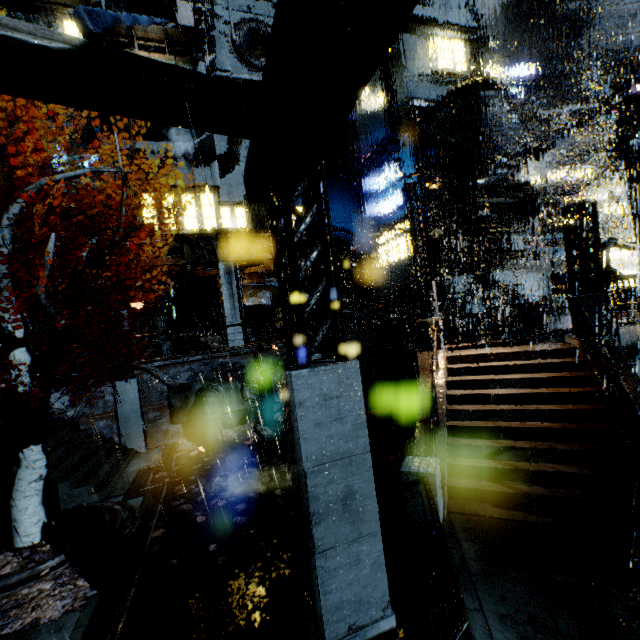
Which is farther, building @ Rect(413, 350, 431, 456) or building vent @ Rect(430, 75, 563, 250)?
building vent @ Rect(430, 75, 563, 250)

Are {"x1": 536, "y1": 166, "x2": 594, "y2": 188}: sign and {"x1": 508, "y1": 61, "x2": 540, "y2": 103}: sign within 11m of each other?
yes

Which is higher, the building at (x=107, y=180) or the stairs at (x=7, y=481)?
the building at (x=107, y=180)

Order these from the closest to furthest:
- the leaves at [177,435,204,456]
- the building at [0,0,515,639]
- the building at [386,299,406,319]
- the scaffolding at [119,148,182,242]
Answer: the building at [0,0,515,639] < the leaves at [177,435,204,456] < the scaffolding at [119,148,182,242] < the building at [386,299,406,319]

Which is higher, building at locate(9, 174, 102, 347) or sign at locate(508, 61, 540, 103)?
sign at locate(508, 61, 540, 103)

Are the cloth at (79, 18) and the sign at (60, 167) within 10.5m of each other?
yes

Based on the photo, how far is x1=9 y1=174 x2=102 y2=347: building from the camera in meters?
23.5 m

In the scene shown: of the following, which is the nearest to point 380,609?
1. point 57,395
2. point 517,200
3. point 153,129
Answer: point 57,395
